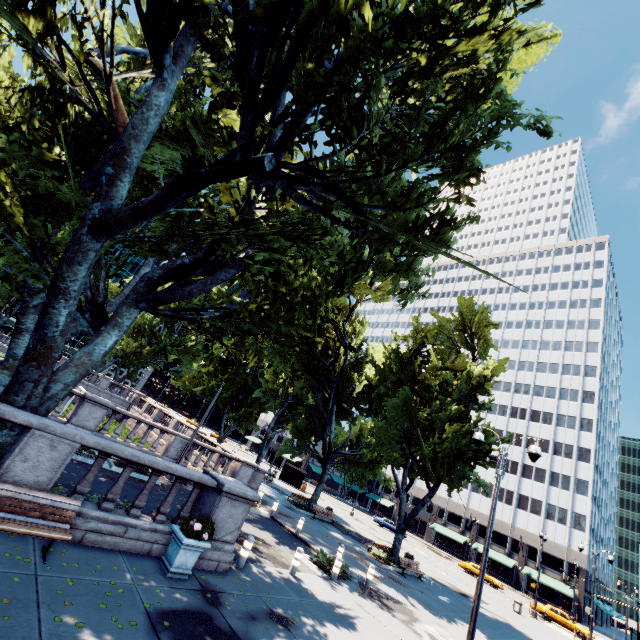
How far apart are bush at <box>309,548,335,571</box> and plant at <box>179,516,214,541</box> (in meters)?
7.76

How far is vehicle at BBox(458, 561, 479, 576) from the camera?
41.7m

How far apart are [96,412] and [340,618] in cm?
1376

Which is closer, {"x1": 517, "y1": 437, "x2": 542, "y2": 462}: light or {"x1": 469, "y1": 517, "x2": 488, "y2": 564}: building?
{"x1": 517, "y1": 437, "x2": 542, "y2": 462}: light

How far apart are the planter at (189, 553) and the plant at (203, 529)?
0.0m

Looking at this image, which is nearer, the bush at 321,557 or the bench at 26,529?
the bench at 26,529

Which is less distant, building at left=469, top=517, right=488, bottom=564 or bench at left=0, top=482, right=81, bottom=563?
bench at left=0, top=482, right=81, bottom=563

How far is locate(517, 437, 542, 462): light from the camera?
11.0 meters
